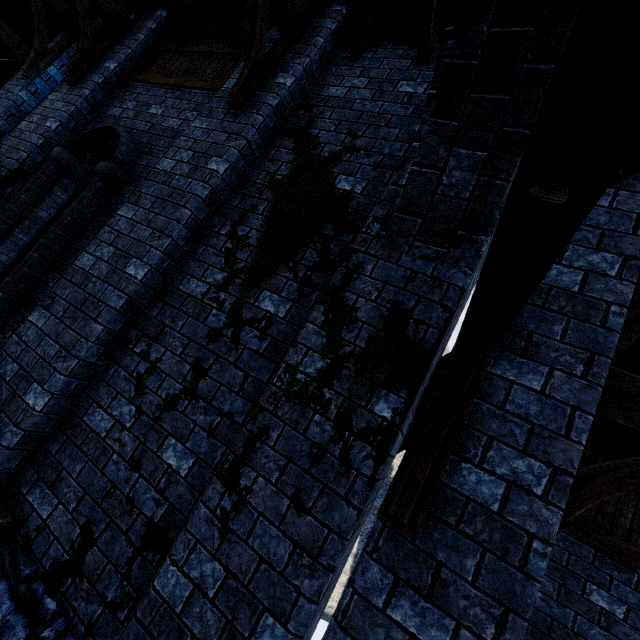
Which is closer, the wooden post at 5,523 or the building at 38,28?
the building at 38,28

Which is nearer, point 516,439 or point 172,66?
point 516,439

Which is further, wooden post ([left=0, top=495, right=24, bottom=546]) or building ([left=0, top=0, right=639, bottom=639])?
wooden post ([left=0, top=495, right=24, bottom=546])

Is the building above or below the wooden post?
above

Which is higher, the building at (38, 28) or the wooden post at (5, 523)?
the building at (38, 28)
